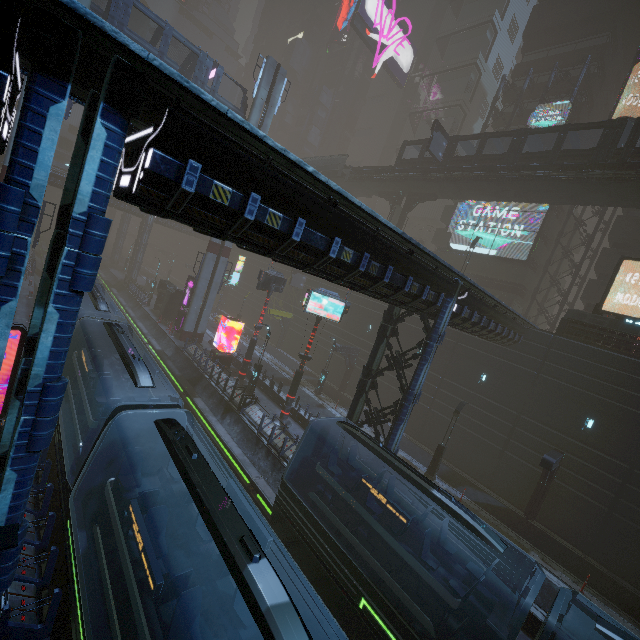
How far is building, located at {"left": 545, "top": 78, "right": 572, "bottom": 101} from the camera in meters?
34.5 m

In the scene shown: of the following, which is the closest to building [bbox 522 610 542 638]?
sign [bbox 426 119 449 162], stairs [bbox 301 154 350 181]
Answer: stairs [bbox 301 154 350 181]

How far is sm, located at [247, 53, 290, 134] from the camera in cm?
2847

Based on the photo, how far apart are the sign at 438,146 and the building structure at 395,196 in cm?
663

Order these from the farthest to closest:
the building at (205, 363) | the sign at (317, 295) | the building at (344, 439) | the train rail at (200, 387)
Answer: the sign at (317, 295) < the building at (205, 363) < the building at (344, 439) < the train rail at (200, 387)

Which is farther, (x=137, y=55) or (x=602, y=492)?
(x=602, y=492)

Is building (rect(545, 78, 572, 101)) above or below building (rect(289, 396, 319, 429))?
above

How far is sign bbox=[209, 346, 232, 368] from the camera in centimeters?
2758cm
